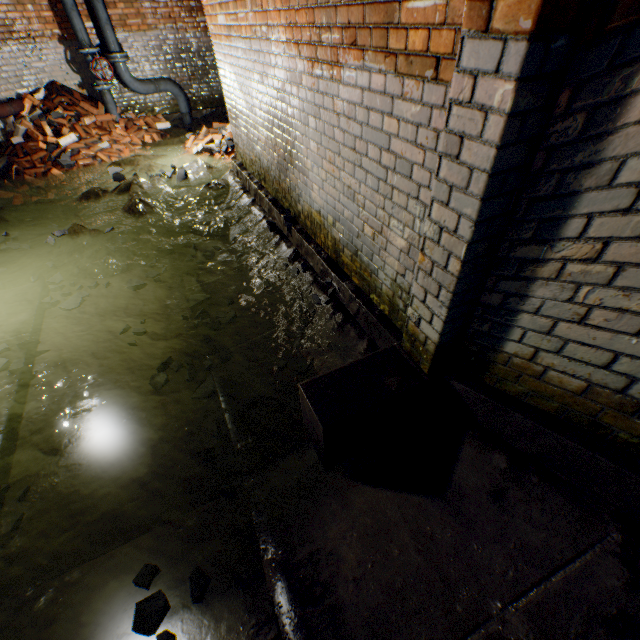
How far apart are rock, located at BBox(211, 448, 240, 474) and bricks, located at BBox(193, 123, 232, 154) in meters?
6.0 m

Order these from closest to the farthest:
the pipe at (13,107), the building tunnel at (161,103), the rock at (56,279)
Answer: the rock at (56,279), the pipe at (13,107), the building tunnel at (161,103)

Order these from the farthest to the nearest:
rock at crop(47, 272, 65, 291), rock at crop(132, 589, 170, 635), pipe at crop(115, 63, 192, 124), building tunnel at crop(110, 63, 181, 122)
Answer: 1. building tunnel at crop(110, 63, 181, 122)
2. pipe at crop(115, 63, 192, 124)
3. rock at crop(47, 272, 65, 291)
4. rock at crop(132, 589, 170, 635)

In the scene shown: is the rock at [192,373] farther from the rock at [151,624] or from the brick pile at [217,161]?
the brick pile at [217,161]

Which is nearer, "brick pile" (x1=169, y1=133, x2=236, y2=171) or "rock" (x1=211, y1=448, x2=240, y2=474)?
"rock" (x1=211, y1=448, x2=240, y2=474)

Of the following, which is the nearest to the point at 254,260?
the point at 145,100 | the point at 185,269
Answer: the point at 185,269

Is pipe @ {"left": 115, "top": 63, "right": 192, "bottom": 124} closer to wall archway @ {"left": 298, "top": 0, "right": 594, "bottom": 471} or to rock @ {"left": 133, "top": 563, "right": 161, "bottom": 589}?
wall archway @ {"left": 298, "top": 0, "right": 594, "bottom": 471}

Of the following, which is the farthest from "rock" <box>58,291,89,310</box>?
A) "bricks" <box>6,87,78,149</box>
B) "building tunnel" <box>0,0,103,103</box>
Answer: "bricks" <box>6,87,78,149</box>
